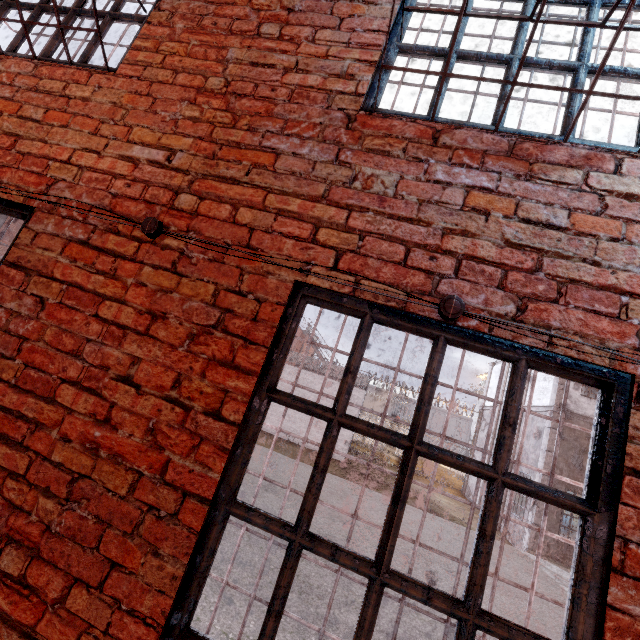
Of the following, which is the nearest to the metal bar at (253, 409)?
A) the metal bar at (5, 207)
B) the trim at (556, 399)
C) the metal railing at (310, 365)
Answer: the metal bar at (5, 207)

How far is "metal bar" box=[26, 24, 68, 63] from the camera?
2.19m

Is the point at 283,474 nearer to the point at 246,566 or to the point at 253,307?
the point at 246,566

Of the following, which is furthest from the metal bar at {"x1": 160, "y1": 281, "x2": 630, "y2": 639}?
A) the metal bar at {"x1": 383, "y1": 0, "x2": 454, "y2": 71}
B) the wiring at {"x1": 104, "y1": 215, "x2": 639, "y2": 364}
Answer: the metal bar at {"x1": 383, "y1": 0, "x2": 454, "y2": 71}

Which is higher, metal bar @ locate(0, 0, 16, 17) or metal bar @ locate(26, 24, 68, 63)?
metal bar @ locate(0, 0, 16, 17)

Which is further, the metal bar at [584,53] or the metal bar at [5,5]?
the metal bar at [5,5]

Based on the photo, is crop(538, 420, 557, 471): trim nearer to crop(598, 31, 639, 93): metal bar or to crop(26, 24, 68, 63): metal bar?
crop(598, 31, 639, 93): metal bar

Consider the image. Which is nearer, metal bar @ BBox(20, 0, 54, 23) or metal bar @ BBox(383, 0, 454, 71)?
metal bar @ BBox(383, 0, 454, 71)
